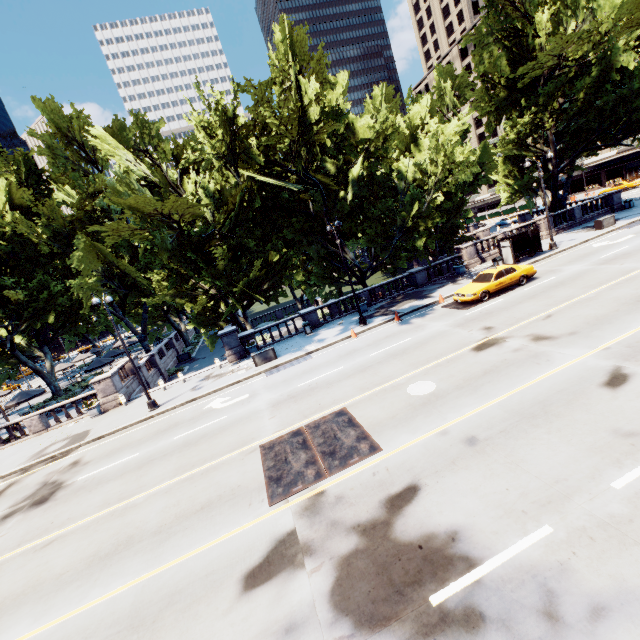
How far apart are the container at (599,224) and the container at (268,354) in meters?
29.3

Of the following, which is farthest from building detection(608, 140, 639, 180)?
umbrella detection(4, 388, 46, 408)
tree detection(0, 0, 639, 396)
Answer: umbrella detection(4, 388, 46, 408)

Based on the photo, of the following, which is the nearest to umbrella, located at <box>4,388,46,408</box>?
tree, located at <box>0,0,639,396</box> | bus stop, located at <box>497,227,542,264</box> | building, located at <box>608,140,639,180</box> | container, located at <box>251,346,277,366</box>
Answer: tree, located at <box>0,0,639,396</box>

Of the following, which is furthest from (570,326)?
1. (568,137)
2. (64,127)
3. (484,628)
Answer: (64,127)

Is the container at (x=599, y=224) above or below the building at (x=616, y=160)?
below

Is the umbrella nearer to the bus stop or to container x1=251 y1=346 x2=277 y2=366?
container x1=251 y1=346 x2=277 y2=366

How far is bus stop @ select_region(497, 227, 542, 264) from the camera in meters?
24.8 m

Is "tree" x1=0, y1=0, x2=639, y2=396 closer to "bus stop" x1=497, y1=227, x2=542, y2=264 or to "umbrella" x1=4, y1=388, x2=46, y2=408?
"umbrella" x1=4, y1=388, x2=46, y2=408
